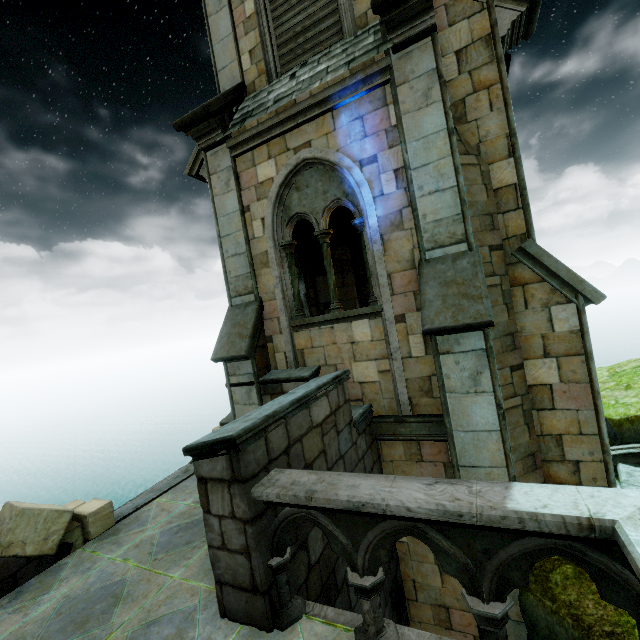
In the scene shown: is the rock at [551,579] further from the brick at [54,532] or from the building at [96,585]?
the brick at [54,532]

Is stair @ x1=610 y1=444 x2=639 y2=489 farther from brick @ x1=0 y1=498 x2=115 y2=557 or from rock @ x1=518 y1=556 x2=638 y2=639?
brick @ x1=0 y1=498 x2=115 y2=557

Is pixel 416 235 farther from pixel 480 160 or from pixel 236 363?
pixel 236 363

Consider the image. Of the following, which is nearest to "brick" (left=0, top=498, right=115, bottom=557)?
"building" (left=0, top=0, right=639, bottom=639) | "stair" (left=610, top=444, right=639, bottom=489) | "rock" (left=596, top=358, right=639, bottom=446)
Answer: "building" (left=0, top=0, right=639, bottom=639)

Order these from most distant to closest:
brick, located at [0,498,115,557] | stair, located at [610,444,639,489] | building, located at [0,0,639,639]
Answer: stair, located at [610,444,639,489]
brick, located at [0,498,115,557]
building, located at [0,0,639,639]

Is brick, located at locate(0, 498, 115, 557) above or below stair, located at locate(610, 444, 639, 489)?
above

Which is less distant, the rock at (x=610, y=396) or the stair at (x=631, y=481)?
the stair at (x=631, y=481)
